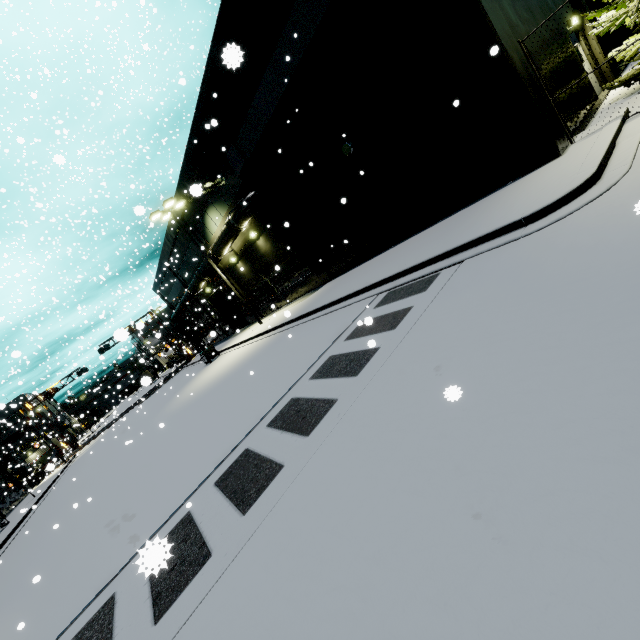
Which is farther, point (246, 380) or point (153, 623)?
point (246, 380)

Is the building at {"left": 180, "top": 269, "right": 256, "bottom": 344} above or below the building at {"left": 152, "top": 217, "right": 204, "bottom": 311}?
below

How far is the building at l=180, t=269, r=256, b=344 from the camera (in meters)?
28.22

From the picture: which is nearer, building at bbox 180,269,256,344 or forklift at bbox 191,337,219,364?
forklift at bbox 191,337,219,364

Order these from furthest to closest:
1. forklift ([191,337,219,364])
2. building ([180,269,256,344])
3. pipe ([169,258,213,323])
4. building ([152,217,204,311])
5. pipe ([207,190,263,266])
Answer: building ([180,269,256,344]), building ([152,217,204,311]), forklift ([191,337,219,364]), pipe ([169,258,213,323]), pipe ([207,190,263,266])

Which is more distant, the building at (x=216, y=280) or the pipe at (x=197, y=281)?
the building at (x=216, y=280)

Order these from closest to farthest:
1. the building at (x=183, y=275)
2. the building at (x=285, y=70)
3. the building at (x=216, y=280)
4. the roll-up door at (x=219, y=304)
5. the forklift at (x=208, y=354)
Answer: the building at (x=285, y=70)
the forklift at (x=208, y=354)
the building at (x=183, y=275)
the building at (x=216, y=280)
the roll-up door at (x=219, y=304)
